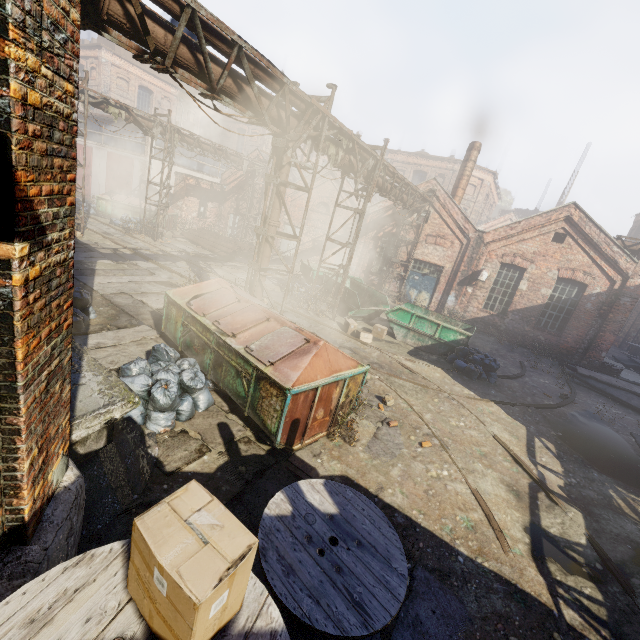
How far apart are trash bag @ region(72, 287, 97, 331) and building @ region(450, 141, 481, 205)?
19.7 meters

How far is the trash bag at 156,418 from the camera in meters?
5.3

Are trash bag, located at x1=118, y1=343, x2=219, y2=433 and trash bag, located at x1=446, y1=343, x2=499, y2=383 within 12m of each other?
yes

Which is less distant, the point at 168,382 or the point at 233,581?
the point at 233,581

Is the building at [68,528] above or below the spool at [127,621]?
below

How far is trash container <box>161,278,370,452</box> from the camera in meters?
5.3

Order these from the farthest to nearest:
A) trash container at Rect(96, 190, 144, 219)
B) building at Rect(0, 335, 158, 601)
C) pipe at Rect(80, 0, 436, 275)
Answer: trash container at Rect(96, 190, 144, 219) < pipe at Rect(80, 0, 436, 275) < building at Rect(0, 335, 158, 601)

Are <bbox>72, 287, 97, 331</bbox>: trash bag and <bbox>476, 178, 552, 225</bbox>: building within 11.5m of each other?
no
